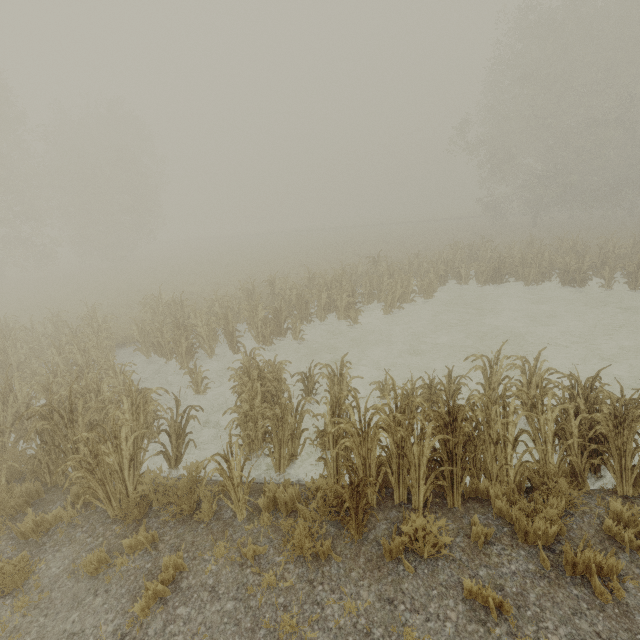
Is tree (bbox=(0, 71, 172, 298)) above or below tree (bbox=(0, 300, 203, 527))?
above

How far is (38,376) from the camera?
9.52m

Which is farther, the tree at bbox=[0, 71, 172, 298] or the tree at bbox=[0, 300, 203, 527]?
the tree at bbox=[0, 71, 172, 298]

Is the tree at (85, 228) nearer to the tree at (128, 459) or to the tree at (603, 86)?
the tree at (603, 86)

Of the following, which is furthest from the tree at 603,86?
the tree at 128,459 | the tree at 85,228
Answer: the tree at 85,228

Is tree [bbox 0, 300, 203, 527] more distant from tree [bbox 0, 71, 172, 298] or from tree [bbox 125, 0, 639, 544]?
tree [bbox 0, 71, 172, 298]

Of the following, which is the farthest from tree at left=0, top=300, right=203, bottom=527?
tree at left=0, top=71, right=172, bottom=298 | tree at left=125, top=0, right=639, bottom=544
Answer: tree at left=0, top=71, right=172, bottom=298
